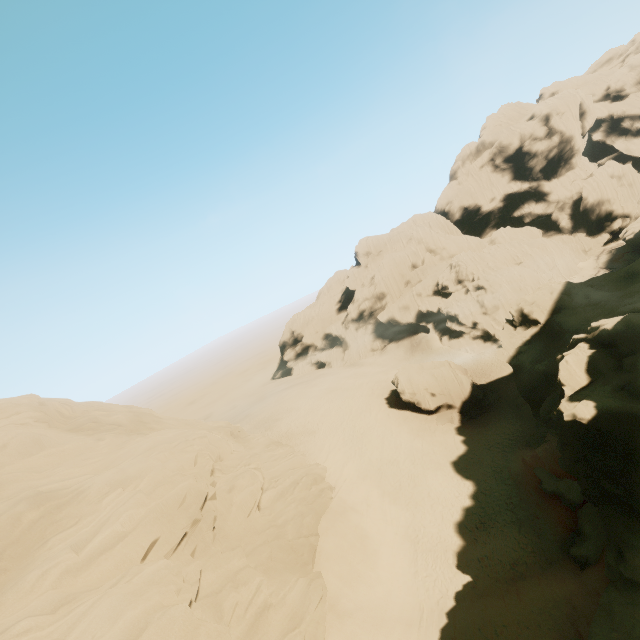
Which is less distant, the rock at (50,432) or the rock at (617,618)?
the rock at (50,432)

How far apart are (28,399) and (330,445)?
27.0m

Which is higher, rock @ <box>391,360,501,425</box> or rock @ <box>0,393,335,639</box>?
rock @ <box>0,393,335,639</box>

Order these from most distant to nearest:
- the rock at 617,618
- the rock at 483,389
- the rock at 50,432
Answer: the rock at 483,389 → the rock at 617,618 → the rock at 50,432

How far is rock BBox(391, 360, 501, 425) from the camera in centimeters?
3653cm

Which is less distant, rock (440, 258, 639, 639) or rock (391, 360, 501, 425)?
rock (440, 258, 639, 639)

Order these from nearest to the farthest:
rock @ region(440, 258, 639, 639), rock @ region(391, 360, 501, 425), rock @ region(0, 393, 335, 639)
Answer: rock @ region(0, 393, 335, 639) → rock @ region(440, 258, 639, 639) → rock @ region(391, 360, 501, 425)
